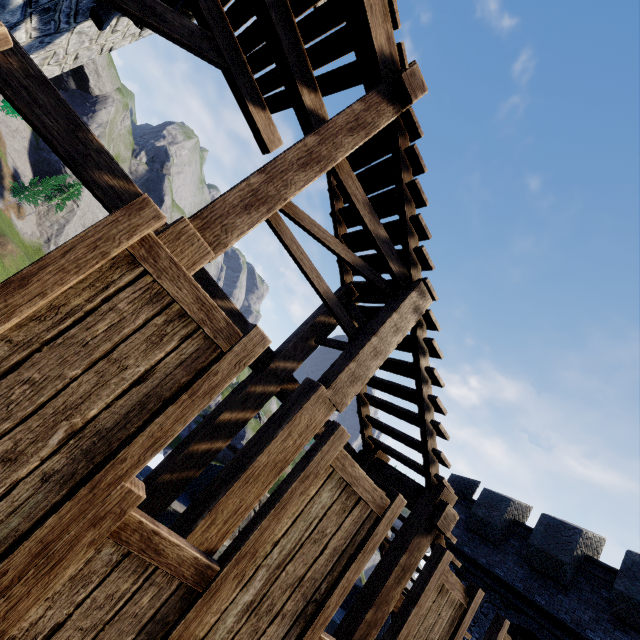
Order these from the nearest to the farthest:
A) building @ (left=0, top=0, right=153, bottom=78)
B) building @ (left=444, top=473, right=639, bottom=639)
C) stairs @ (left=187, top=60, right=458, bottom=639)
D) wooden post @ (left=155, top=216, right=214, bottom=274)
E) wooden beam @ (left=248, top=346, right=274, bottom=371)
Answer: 1. wooden post @ (left=155, top=216, right=214, bottom=274)
2. stairs @ (left=187, top=60, right=458, bottom=639)
3. building @ (left=0, top=0, right=153, bottom=78)
4. wooden beam @ (left=248, top=346, right=274, bottom=371)
5. building @ (left=444, top=473, right=639, bottom=639)

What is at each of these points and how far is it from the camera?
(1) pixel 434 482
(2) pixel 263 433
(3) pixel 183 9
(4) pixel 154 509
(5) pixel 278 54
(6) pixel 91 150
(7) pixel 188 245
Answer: (1) stairs, 4.5 meters
(2) wooden post, 3.1 meters
(3) building, 4.8 meters
(4) wooden post, 3.8 meters
(5) wooden platform, 4.1 meters
(6) wooden beam, 3.2 meters
(7) wooden post, 2.5 meters

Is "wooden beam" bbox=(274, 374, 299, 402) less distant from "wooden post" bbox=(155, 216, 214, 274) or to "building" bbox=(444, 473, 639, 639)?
"wooden post" bbox=(155, 216, 214, 274)

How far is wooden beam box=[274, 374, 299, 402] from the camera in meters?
4.8

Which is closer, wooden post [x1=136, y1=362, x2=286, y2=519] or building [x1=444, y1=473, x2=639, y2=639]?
wooden post [x1=136, y1=362, x2=286, y2=519]

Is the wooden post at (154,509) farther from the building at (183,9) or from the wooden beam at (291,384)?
the building at (183,9)

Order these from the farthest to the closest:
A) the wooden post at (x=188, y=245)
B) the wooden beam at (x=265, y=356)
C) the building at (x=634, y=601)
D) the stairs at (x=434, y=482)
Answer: the building at (x=634, y=601)
the wooden beam at (x=265, y=356)
the stairs at (x=434, y=482)
the wooden post at (x=188, y=245)

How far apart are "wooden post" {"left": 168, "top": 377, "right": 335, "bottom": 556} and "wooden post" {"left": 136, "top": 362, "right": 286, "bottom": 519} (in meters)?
1.10
